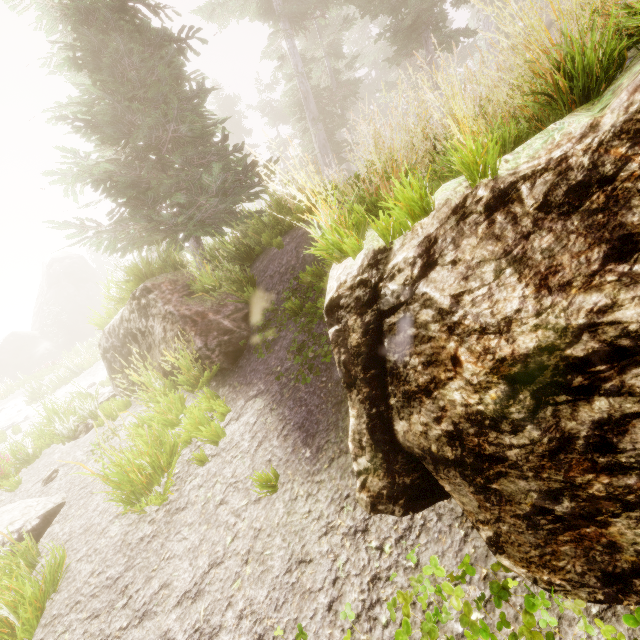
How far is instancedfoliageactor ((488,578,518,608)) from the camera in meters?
1.8

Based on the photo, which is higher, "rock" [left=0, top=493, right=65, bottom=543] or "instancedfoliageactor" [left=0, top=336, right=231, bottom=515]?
"instancedfoliageactor" [left=0, top=336, right=231, bottom=515]

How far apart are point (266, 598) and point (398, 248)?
3.0 meters

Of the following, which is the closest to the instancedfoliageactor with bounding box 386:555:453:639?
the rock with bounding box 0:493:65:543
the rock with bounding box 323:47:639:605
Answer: the rock with bounding box 323:47:639:605

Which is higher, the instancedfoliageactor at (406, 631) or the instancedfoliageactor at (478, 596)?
the instancedfoliageactor at (478, 596)

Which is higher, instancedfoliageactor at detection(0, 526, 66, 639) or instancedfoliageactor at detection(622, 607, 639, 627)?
instancedfoliageactor at detection(622, 607, 639, 627)

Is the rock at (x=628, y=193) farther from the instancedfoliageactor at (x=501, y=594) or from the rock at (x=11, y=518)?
the rock at (x=11, y=518)
